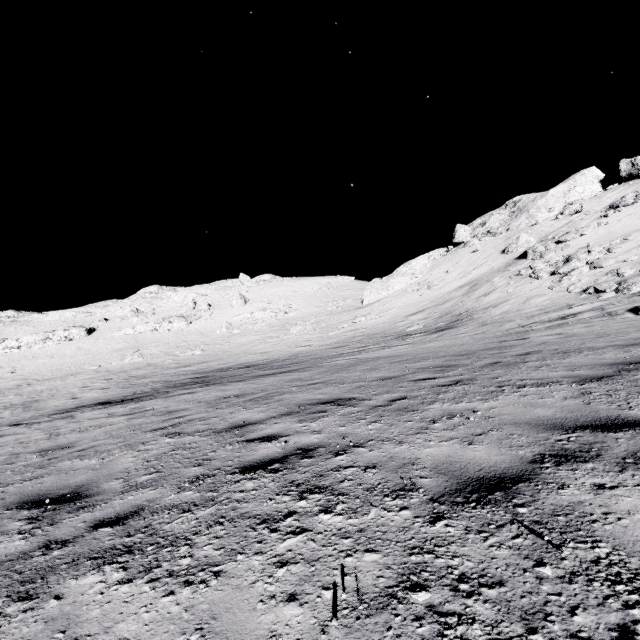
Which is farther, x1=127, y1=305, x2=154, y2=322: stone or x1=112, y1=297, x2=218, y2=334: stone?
x1=127, y1=305, x2=154, y2=322: stone

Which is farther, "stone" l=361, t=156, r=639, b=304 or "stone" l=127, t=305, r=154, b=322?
"stone" l=127, t=305, r=154, b=322

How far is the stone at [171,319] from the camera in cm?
5044

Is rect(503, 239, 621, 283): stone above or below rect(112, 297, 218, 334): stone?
below

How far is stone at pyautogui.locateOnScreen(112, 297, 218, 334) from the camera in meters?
50.4

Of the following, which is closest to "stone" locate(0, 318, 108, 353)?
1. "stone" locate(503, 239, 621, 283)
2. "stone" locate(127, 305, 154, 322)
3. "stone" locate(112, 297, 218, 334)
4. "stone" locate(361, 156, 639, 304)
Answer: "stone" locate(112, 297, 218, 334)

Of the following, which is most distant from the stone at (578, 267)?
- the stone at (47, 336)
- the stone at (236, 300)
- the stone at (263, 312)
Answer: the stone at (47, 336)

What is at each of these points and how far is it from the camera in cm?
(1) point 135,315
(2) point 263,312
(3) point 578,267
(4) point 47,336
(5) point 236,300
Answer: (1) stone, 5581
(2) stone, 5041
(3) stone, 2231
(4) stone, 4762
(5) stone, 5622
